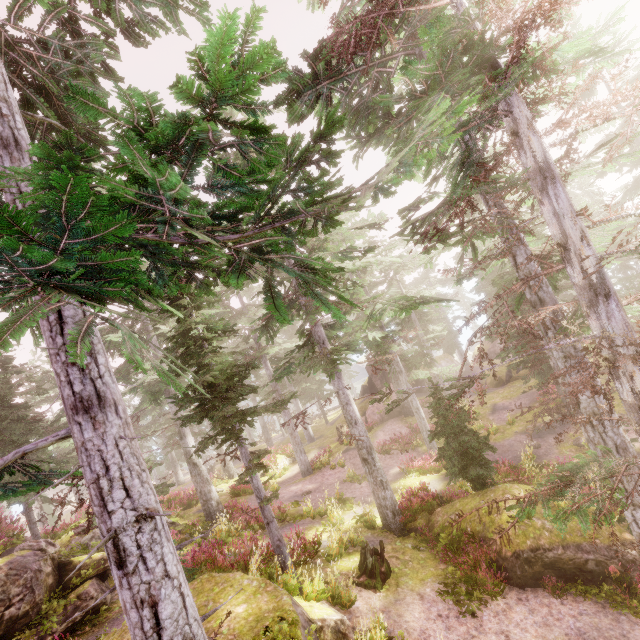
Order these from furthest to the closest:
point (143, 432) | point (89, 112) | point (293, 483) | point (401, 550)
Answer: point (143, 432), point (293, 483), point (401, 550), point (89, 112)

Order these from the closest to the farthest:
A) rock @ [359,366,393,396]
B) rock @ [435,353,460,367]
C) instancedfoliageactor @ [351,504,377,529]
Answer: instancedfoliageactor @ [351,504,377,529]
rock @ [359,366,393,396]
rock @ [435,353,460,367]

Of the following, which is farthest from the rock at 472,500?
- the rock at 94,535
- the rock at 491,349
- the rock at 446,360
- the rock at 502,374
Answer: the rock at 491,349

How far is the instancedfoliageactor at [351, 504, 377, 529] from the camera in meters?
14.2 m

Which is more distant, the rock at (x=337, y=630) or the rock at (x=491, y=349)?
the rock at (x=491, y=349)

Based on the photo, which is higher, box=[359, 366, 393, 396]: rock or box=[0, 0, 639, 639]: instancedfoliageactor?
box=[0, 0, 639, 639]: instancedfoliageactor

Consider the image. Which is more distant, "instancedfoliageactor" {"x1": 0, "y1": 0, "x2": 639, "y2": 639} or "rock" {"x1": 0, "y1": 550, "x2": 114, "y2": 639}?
"rock" {"x1": 0, "y1": 550, "x2": 114, "y2": 639}

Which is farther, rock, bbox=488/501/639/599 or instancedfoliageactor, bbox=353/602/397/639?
rock, bbox=488/501/639/599
